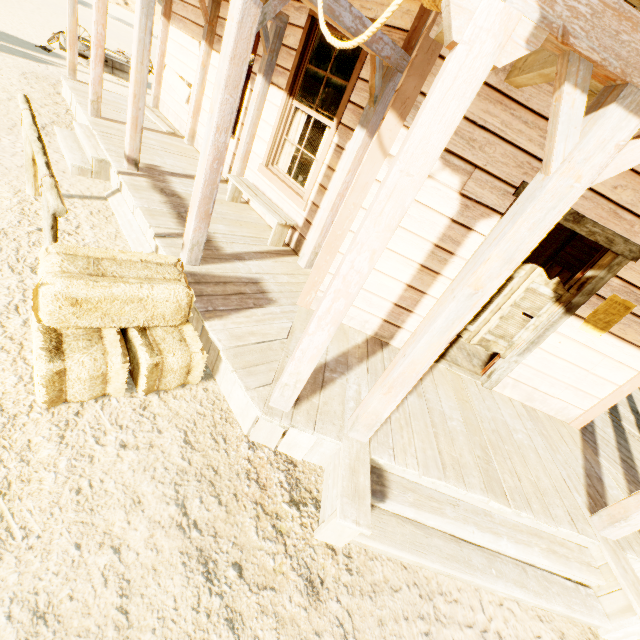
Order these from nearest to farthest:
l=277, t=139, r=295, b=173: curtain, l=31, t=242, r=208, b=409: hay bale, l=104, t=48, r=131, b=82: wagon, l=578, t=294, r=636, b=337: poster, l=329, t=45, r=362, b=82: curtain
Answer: l=31, t=242, r=208, b=409: hay bale
l=578, t=294, r=636, b=337: poster
l=329, t=45, r=362, b=82: curtain
l=277, t=139, r=295, b=173: curtain
l=104, t=48, r=131, b=82: wagon

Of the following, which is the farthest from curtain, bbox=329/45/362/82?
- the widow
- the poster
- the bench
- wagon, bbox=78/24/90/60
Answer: wagon, bbox=78/24/90/60

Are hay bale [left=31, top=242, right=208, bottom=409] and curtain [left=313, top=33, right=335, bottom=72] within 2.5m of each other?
no

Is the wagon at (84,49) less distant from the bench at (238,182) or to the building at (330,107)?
the building at (330,107)

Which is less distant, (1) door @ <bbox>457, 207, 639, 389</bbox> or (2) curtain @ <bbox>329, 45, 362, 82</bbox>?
(1) door @ <bbox>457, 207, 639, 389</bbox>

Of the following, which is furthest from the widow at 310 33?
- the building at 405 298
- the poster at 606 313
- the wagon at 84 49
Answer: the wagon at 84 49

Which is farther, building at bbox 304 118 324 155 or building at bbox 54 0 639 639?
building at bbox 304 118 324 155

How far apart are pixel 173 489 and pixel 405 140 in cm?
263
